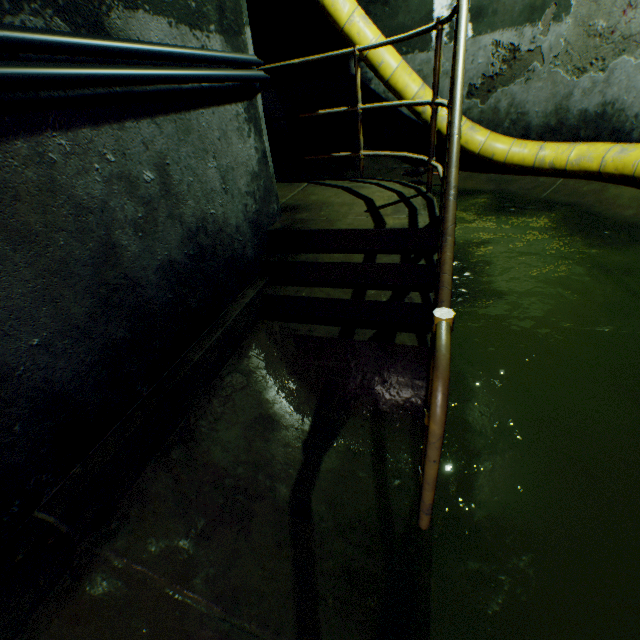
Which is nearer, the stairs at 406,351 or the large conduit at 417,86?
the stairs at 406,351

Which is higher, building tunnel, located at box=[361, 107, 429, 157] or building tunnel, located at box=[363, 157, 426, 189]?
building tunnel, located at box=[361, 107, 429, 157]

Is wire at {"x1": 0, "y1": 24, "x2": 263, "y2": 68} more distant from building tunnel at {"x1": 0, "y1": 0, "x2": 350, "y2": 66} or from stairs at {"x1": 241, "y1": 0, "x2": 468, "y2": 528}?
stairs at {"x1": 241, "y1": 0, "x2": 468, "y2": 528}

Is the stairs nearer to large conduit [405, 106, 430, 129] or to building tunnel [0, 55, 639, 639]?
building tunnel [0, 55, 639, 639]

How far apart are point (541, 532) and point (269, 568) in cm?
132

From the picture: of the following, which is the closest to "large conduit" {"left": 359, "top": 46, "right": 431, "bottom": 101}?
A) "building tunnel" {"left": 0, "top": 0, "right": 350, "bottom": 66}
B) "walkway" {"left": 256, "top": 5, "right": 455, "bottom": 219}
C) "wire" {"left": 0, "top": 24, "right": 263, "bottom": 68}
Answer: "building tunnel" {"left": 0, "top": 0, "right": 350, "bottom": 66}

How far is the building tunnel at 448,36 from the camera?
5.2 meters

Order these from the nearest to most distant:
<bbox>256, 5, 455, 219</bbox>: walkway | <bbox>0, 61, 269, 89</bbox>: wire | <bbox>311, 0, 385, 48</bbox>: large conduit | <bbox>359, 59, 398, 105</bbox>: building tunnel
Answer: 1. <bbox>0, 61, 269, 89</bbox>: wire
2. <bbox>256, 5, 455, 219</bbox>: walkway
3. <bbox>311, 0, 385, 48</bbox>: large conduit
4. <bbox>359, 59, 398, 105</bbox>: building tunnel
